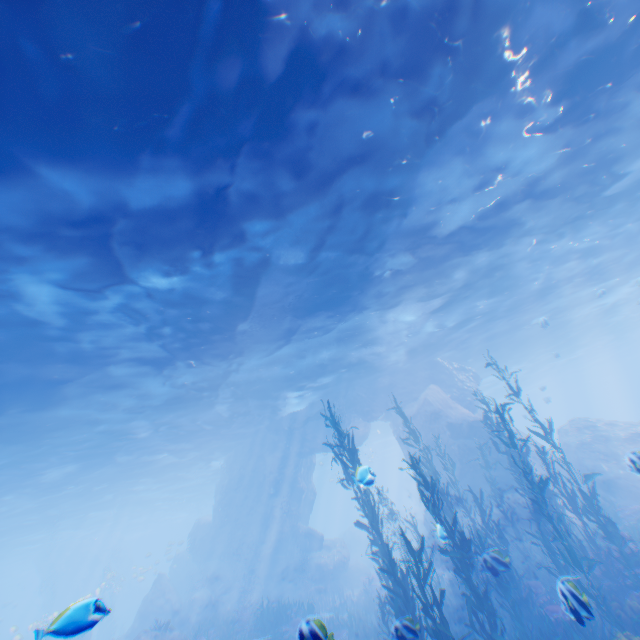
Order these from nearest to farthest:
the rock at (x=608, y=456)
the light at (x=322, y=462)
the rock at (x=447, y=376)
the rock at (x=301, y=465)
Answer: the rock at (x=608, y=456), the rock at (x=447, y=376), the rock at (x=301, y=465), the light at (x=322, y=462)

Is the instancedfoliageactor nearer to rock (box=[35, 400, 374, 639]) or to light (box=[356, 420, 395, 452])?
rock (box=[35, 400, 374, 639])

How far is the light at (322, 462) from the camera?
37.7 meters

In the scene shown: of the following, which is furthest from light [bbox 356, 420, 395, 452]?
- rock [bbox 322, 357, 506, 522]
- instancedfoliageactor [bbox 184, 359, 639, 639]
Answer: instancedfoliageactor [bbox 184, 359, 639, 639]

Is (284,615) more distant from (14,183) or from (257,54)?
(257,54)

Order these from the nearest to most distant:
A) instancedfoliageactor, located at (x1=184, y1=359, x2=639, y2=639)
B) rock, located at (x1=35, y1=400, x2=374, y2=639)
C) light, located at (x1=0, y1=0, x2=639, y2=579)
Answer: light, located at (x1=0, y1=0, x2=639, y2=579), instancedfoliageactor, located at (x1=184, y1=359, x2=639, y2=639), rock, located at (x1=35, y1=400, x2=374, y2=639)

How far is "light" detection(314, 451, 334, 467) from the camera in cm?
3772
